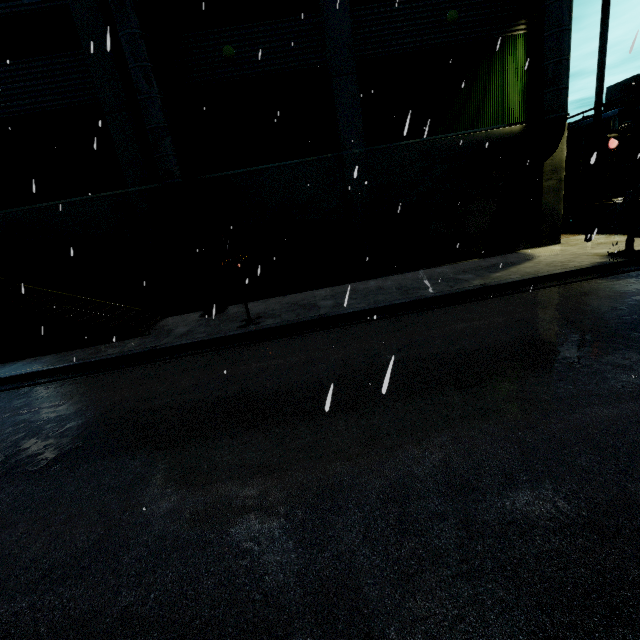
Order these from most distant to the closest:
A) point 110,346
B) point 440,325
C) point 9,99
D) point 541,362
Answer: point 9,99, point 110,346, point 440,325, point 541,362

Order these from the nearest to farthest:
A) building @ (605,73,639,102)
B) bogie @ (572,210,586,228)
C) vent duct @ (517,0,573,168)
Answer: vent duct @ (517,0,573,168), bogie @ (572,210,586,228), building @ (605,73,639,102)

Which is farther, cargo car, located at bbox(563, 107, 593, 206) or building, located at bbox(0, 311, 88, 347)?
cargo car, located at bbox(563, 107, 593, 206)

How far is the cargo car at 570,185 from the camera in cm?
1391

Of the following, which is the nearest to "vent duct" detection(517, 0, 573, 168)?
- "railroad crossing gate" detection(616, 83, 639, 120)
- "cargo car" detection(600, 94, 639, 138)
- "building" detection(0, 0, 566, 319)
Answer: "building" detection(0, 0, 566, 319)

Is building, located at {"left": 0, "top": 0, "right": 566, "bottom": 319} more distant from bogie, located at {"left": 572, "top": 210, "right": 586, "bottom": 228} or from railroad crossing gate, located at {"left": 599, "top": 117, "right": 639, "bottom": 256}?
bogie, located at {"left": 572, "top": 210, "right": 586, "bottom": 228}

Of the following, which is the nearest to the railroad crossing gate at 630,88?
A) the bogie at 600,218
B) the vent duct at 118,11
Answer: the vent duct at 118,11

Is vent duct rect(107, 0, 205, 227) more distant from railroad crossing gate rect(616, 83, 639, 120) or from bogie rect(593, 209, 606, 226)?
bogie rect(593, 209, 606, 226)
